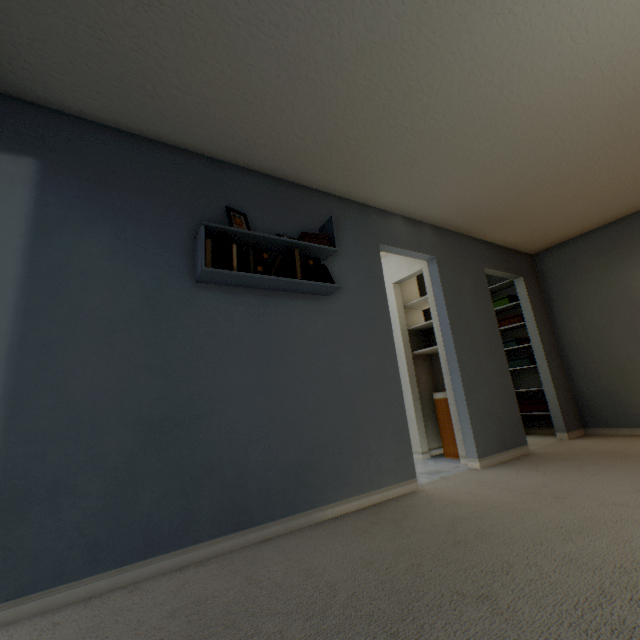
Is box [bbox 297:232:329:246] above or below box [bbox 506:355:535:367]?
above

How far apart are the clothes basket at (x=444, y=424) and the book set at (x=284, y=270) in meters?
2.0 m

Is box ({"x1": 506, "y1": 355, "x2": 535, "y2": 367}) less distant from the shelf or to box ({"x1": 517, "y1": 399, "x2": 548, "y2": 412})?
A: box ({"x1": 517, "y1": 399, "x2": 548, "y2": 412})

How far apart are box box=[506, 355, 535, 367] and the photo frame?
4.2 meters

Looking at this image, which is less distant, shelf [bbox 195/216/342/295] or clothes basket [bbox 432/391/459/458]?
shelf [bbox 195/216/342/295]

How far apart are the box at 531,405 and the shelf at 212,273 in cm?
361

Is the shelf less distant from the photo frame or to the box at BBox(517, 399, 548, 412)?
the photo frame

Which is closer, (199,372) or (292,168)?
(199,372)
